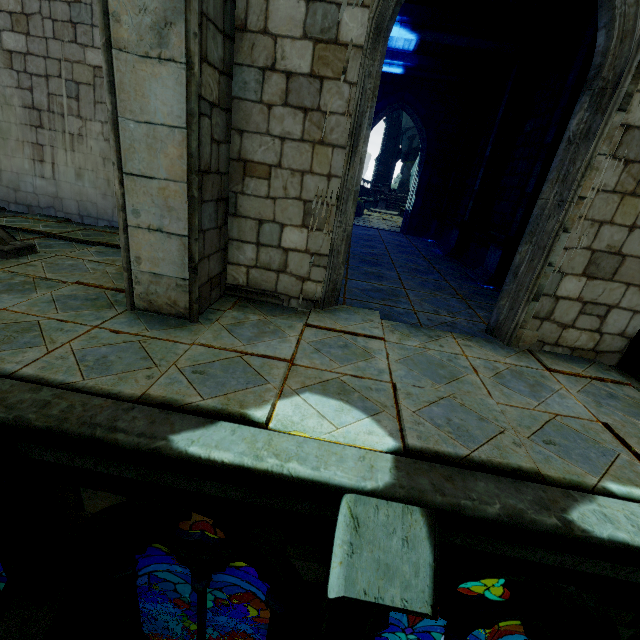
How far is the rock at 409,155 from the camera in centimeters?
3555cm

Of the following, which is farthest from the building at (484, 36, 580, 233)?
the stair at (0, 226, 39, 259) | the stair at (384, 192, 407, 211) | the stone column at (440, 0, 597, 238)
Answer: the stair at (384, 192, 407, 211)

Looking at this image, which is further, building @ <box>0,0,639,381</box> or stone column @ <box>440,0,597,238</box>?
stone column @ <box>440,0,597,238</box>

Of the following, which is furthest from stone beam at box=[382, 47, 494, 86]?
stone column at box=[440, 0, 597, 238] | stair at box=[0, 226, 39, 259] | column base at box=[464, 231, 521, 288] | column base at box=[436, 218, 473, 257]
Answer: stair at box=[0, 226, 39, 259]

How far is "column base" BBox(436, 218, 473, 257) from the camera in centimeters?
1064cm

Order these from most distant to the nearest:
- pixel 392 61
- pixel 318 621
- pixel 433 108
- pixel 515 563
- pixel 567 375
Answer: pixel 433 108 → pixel 392 61 → pixel 567 375 → pixel 318 621 → pixel 515 563

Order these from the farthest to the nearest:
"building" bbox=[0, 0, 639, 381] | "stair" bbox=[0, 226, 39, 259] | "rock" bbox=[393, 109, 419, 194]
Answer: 1. "rock" bbox=[393, 109, 419, 194]
2. "stair" bbox=[0, 226, 39, 259]
3. "building" bbox=[0, 0, 639, 381]

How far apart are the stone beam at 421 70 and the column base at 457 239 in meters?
5.1
